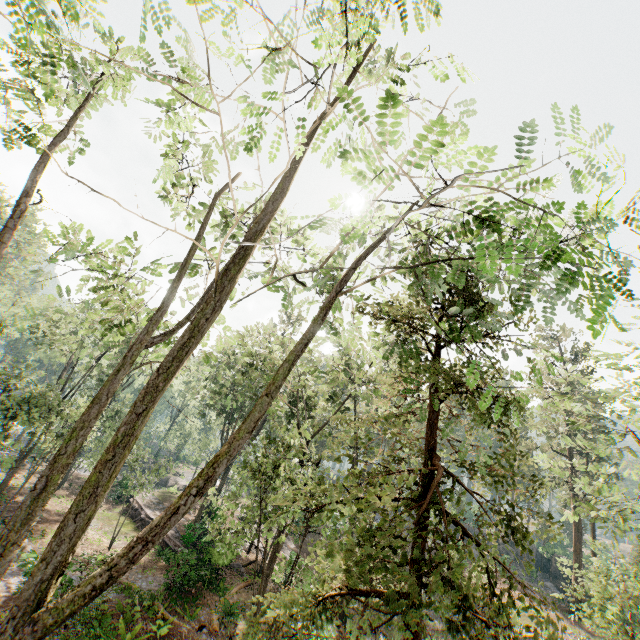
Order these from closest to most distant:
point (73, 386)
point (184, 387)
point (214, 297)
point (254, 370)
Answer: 1. point (214, 297)
2. point (254, 370)
3. point (73, 386)
4. point (184, 387)

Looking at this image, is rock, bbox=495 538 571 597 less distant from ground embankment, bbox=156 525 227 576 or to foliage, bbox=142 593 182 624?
foliage, bbox=142 593 182 624

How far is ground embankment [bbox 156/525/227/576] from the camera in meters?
18.5 m

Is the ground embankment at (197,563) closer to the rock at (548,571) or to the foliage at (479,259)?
the foliage at (479,259)

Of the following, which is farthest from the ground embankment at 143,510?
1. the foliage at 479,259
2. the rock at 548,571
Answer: the rock at 548,571

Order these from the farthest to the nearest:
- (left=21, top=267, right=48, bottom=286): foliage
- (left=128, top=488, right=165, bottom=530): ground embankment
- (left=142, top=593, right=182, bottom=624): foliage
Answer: (left=128, top=488, right=165, bottom=530): ground embankment → (left=142, top=593, right=182, bottom=624): foliage → (left=21, top=267, right=48, bottom=286): foliage
